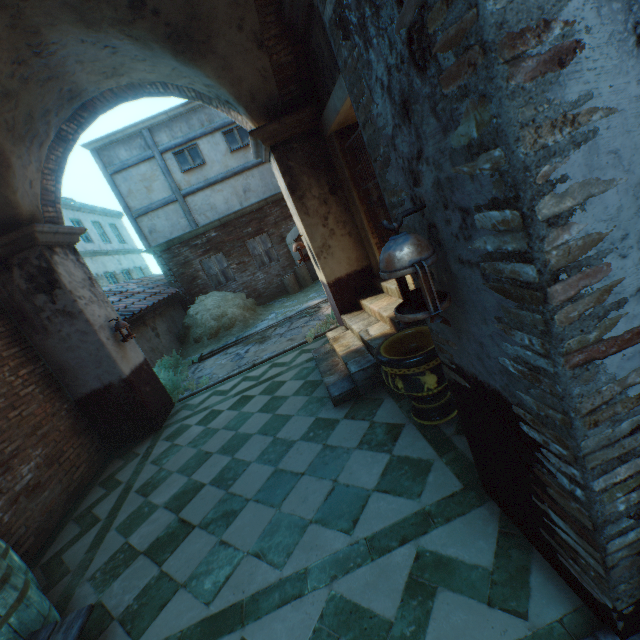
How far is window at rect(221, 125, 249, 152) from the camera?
12.1m

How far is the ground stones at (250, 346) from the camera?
8.15m

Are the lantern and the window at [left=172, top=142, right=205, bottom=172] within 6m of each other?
no

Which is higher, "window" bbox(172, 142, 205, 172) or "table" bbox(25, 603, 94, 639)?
"window" bbox(172, 142, 205, 172)

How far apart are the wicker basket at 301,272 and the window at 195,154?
5.17m

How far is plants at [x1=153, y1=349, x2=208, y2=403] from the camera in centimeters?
738cm

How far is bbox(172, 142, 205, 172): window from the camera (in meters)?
12.02

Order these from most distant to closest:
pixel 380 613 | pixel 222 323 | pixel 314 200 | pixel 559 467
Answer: pixel 222 323
pixel 314 200
pixel 380 613
pixel 559 467
